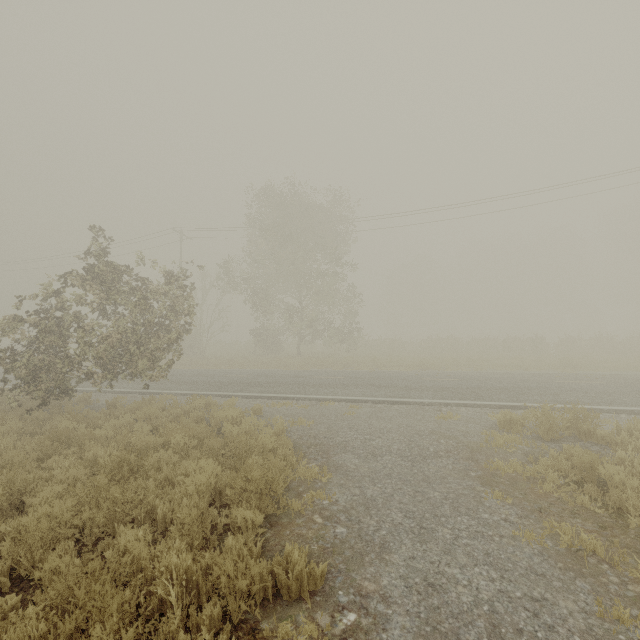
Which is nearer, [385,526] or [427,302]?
[385,526]

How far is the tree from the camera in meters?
3.1 m

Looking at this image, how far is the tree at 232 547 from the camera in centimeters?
311cm
